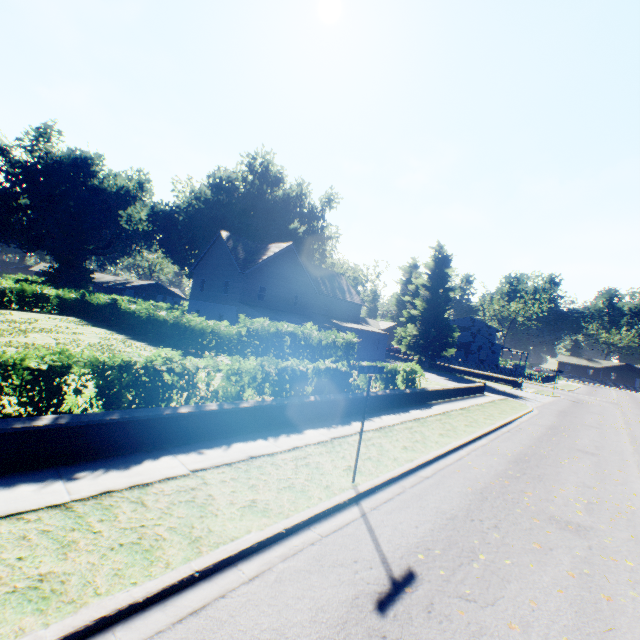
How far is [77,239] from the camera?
57.12m

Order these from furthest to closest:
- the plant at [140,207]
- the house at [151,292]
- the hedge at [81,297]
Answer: the house at [151,292]
the plant at [140,207]
the hedge at [81,297]

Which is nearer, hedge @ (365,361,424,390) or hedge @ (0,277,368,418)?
hedge @ (0,277,368,418)

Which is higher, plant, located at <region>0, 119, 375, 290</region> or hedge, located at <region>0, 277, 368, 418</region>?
plant, located at <region>0, 119, 375, 290</region>

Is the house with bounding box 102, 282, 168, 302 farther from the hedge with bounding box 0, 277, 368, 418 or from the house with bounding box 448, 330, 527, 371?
the house with bounding box 448, 330, 527, 371

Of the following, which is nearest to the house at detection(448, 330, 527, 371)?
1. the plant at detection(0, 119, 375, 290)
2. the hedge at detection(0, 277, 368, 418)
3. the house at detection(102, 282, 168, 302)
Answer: the plant at detection(0, 119, 375, 290)

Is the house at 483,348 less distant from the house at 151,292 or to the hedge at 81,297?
the hedge at 81,297
